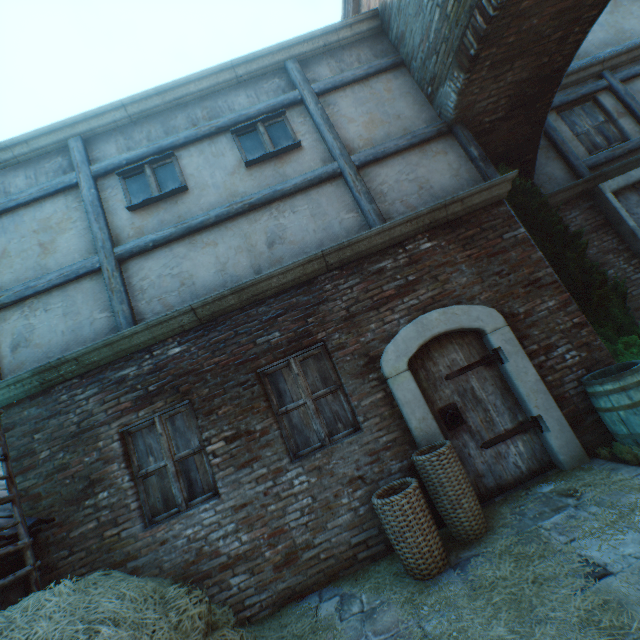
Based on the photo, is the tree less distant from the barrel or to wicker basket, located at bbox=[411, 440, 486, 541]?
the barrel

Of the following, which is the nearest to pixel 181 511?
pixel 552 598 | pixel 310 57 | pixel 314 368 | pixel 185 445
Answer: pixel 185 445

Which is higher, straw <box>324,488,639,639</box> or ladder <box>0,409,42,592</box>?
ladder <box>0,409,42,592</box>

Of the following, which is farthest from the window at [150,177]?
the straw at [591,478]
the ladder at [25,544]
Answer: the straw at [591,478]

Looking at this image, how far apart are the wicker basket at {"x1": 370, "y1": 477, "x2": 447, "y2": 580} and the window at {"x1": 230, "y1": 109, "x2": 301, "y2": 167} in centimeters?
509cm

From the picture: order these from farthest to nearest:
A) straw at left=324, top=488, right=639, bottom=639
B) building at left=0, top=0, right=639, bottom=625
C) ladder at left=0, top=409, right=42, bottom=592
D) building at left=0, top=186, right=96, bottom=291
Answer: building at left=0, top=186, right=96, bottom=291 < building at left=0, top=0, right=639, bottom=625 < ladder at left=0, top=409, right=42, bottom=592 < straw at left=324, top=488, right=639, bottom=639

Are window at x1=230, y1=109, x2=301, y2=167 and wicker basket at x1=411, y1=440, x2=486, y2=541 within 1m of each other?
no

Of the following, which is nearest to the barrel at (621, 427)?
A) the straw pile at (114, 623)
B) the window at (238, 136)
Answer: the straw pile at (114, 623)
